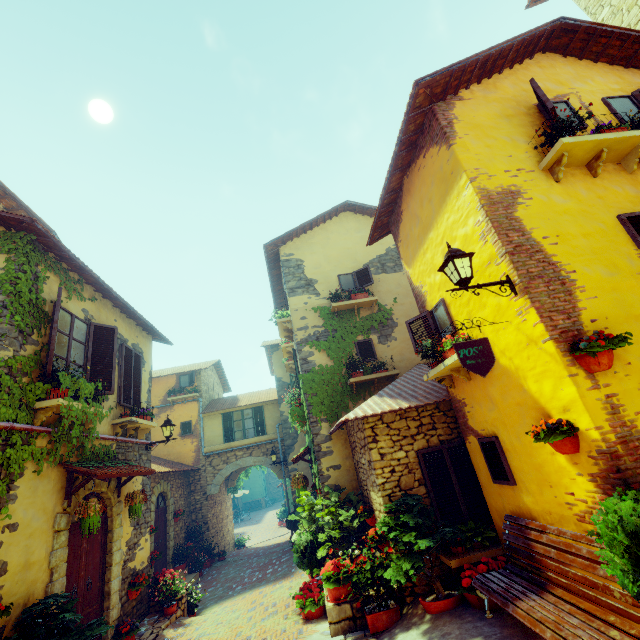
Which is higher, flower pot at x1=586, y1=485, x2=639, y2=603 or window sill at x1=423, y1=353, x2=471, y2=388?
window sill at x1=423, y1=353, x2=471, y2=388

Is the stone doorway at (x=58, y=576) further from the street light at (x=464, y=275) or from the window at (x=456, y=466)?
the street light at (x=464, y=275)

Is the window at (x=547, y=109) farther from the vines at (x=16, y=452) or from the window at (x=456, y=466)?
the window at (x=456, y=466)

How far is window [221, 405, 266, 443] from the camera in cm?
1656

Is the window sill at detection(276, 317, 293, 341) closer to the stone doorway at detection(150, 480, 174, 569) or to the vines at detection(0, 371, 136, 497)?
the vines at detection(0, 371, 136, 497)

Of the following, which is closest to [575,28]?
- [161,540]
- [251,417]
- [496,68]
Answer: [496,68]

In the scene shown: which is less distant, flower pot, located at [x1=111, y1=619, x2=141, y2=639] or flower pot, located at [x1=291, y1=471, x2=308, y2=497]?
flower pot, located at [x1=111, y1=619, x2=141, y2=639]

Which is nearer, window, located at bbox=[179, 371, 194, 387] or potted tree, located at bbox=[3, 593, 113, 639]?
potted tree, located at bbox=[3, 593, 113, 639]
